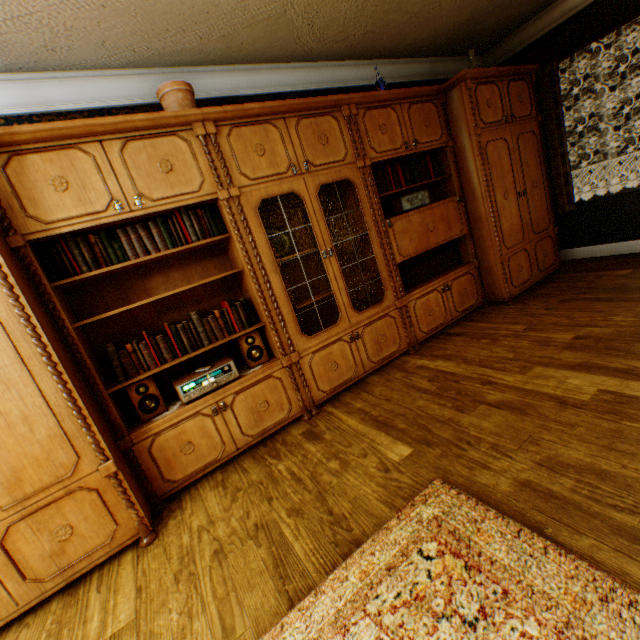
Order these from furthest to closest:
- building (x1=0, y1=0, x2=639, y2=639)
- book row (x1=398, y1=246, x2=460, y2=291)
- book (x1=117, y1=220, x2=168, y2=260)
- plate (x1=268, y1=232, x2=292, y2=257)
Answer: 1. book row (x1=398, y1=246, x2=460, y2=291)
2. plate (x1=268, y1=232, x2=292, y2=257)
3. book (x1=117, y1=220, x2=168, y2=260)
4. building (x1=0, y1=0, x2=639, y2=639)

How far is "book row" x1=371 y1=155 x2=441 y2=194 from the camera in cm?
334

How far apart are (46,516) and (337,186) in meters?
3.4 m

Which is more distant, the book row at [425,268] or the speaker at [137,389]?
the book row at [425,268]

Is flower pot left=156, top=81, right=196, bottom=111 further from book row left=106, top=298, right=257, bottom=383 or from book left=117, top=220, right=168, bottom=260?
book row left=106, top=298, right=257, bottom=383

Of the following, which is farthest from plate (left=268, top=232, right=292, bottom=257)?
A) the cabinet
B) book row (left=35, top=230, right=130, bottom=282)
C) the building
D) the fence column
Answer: the fence column

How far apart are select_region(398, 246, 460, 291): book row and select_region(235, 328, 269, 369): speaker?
1.7 meters

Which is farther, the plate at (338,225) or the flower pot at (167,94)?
the plate at (338,225)
